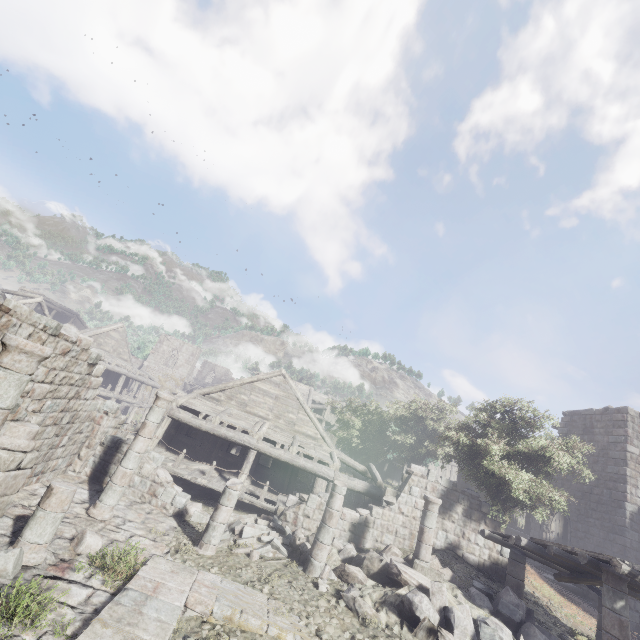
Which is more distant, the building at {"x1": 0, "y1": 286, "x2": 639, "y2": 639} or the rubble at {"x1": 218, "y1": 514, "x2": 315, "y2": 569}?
the rubble at {"x1": 218, "y1": 514, "x2": 315, "y2": 569}

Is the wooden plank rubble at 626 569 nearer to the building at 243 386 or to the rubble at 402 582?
the building at 243 386

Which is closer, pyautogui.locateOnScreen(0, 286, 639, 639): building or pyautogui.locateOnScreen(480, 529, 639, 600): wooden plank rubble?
pyautogui.locateOnScreen(0, 286, 639, 639): building

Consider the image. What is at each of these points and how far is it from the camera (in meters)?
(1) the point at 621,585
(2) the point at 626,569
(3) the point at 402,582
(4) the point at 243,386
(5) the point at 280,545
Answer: (1) building, 8.19
(2) wooden plank rubble, 7.89
(3) rubble, 9.75
(4) building, 18.89
(5) rubble, 11.12

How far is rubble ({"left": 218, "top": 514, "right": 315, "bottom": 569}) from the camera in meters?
10.7

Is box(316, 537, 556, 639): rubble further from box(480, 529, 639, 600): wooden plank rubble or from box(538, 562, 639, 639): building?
box(480, 529, 639, 600): wooden plank rubble

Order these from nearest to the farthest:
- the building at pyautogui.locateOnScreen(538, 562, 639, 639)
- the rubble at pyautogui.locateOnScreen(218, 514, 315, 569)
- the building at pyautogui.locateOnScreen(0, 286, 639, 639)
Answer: the building at pyautogui.locateOnScreen(0, 286, 639, 639) < the building at pyautogui.locateOnScreen(538, 562, 639, 639) < the rubble at pyautogui.locateOnScreen(218, 514, 315, 569)

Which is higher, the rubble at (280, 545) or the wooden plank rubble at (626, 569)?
the wooden plank rubble at (626, 569)
